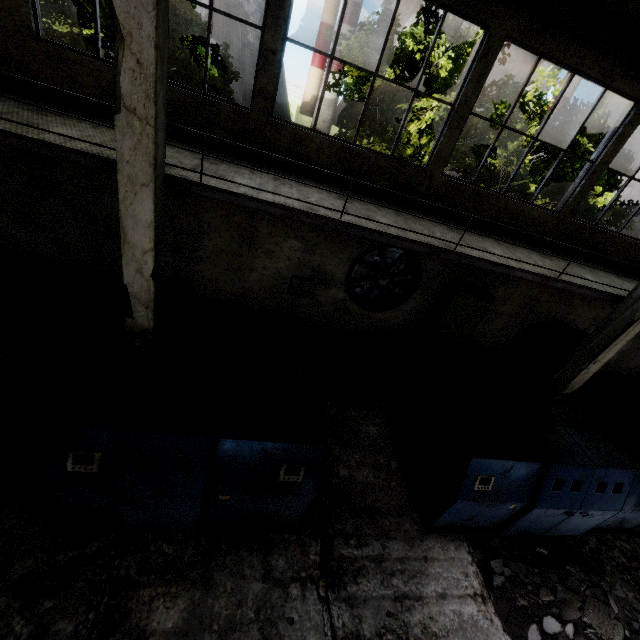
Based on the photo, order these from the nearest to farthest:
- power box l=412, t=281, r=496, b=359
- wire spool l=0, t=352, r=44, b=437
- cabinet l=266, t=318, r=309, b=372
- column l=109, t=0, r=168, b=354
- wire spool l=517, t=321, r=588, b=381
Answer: column l=109, t=0, r=168, b=354 → wire spool l=0, t=352, r=44, b=437 → cabinet l=266, t=318, r=309, b=372 → power box l=412, t=281, r=496, b=359 → wire spool l=517, t=321, r=588, b=381

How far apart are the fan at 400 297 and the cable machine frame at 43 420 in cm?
695

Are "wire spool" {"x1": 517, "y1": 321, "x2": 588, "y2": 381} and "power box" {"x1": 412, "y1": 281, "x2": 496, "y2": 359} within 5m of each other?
yes

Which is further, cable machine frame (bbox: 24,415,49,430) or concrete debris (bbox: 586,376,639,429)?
concrete debris (bbox: 586,376,639,429)

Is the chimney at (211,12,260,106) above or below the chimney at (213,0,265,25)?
below

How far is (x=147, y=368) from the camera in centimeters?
466cm

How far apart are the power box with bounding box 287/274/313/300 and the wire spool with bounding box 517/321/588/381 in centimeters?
749cm

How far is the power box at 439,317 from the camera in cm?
926
